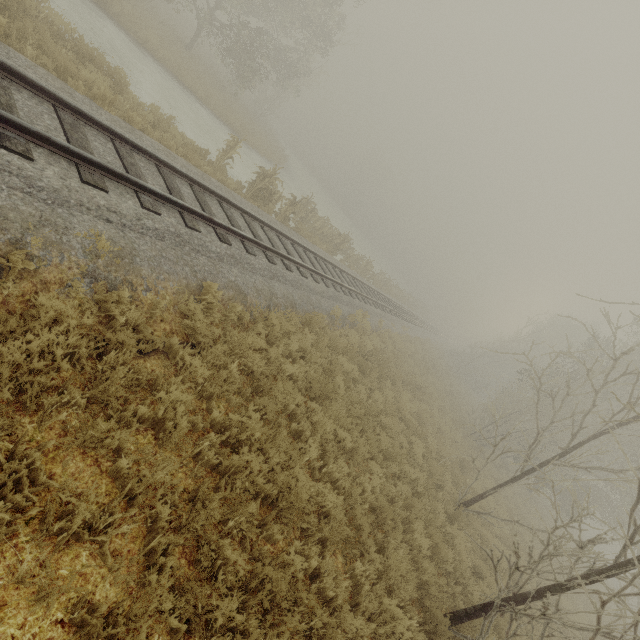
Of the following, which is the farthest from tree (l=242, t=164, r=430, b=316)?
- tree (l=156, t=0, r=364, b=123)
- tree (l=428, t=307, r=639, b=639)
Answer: tree (l=428, t=307, r=639, b=639)

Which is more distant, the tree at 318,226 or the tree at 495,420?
the tree at 318,226

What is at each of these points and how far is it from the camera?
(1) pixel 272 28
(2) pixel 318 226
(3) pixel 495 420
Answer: (1) tree, 28.3 meters
(2) tree, 19.0 meters
(3) tree, 8.4 meters

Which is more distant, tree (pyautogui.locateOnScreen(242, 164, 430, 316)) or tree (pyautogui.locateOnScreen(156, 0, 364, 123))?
tree (pyautogui.locateOnScreen(156, 0, 364, 123))

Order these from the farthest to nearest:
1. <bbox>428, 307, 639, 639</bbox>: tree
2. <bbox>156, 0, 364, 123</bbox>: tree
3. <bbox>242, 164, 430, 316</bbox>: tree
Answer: <bbox>156, 0, 364, 123</bbox>: tree
<bbox>242, 164, 430, 316</bbox>: tree
<bbox>428, 307, 639, 639</bbox>: tree

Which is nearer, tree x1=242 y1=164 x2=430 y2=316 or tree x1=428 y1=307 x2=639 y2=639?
tree x1=428 y1=307 x2=639 y2=639

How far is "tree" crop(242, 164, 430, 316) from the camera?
13.6 meters

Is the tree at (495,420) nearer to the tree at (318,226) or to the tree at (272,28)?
the tree at (272,28)
